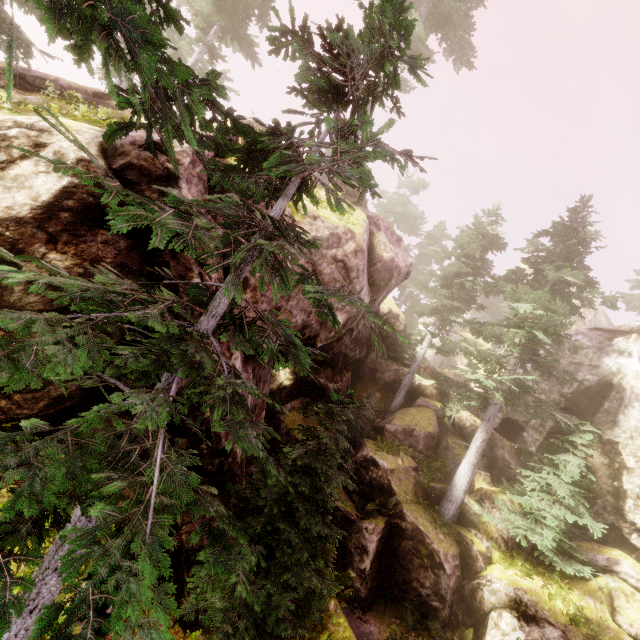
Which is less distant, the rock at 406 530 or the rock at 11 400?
the rock at 11 400

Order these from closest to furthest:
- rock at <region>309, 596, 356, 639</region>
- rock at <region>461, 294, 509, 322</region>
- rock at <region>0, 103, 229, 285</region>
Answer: rock at <region>0, 103, 229, 285</region> → rock at <region>309, 596, 356, 639</region> → rock at <region>461, 294, 509, 322</region>

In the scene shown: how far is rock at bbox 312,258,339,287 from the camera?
8.9m

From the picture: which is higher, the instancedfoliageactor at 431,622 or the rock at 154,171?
the rock at 154,171

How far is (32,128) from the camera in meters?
4.9 m

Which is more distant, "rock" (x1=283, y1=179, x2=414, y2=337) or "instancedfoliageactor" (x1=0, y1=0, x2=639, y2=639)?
"rock" (x1=283, y1=179, x2=414, y2=337)
